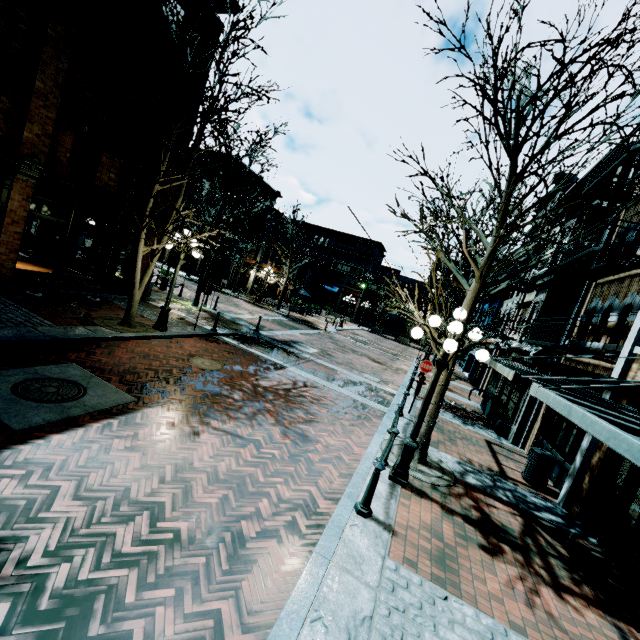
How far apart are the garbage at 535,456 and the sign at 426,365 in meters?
3.5

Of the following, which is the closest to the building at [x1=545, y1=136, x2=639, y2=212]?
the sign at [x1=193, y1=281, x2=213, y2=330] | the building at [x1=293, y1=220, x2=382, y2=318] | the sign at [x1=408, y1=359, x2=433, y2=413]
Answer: the sign at [x1=408, y1=359, x2=433, y2=413]

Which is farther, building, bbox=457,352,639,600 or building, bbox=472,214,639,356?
building, bbox=472,214,639,356

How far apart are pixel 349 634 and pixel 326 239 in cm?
4977

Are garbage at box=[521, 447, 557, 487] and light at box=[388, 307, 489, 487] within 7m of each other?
yes

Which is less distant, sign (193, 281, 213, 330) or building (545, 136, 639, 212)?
building (545, 136, 639, 212)

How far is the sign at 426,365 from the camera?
11.09m

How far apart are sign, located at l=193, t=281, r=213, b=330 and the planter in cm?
1232
